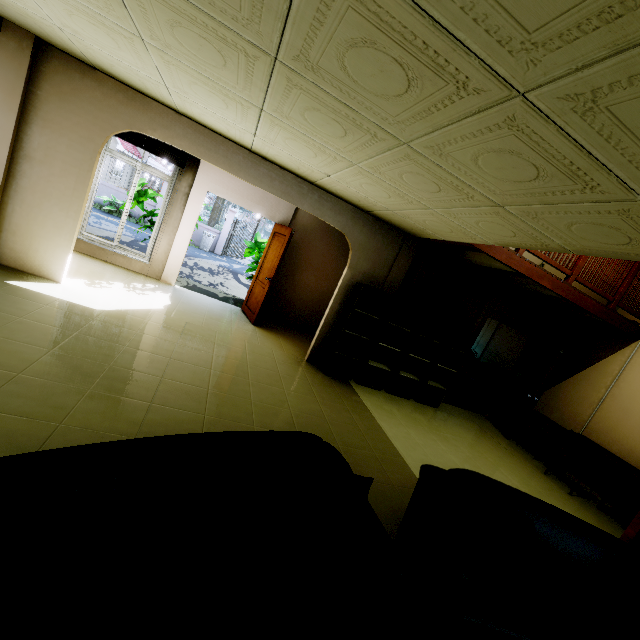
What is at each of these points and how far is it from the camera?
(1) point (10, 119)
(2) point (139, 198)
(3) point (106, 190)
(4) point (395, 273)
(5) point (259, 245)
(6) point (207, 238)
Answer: A:
(1) wall pillar, 3.8m
(2) plant, 7.2m
(3) fence, 15.5m
(4) wall pillar, 5.8m
(5) plant, 8.4m
(6) trash can, 16.5m

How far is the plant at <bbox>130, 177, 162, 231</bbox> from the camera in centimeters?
684cm

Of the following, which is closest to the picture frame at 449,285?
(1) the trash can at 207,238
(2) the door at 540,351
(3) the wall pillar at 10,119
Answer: (2) the door at 540,351

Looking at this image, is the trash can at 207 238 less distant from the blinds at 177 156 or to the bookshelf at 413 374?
the blinds at 177 156

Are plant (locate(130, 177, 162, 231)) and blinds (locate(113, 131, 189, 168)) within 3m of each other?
yes

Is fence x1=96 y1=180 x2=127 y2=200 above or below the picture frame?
below

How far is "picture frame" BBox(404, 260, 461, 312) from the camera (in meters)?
5.88

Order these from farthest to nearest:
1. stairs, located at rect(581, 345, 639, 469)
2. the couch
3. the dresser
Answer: the dresser, stairs, located at rect(581, 345, 639, 469), the couch
